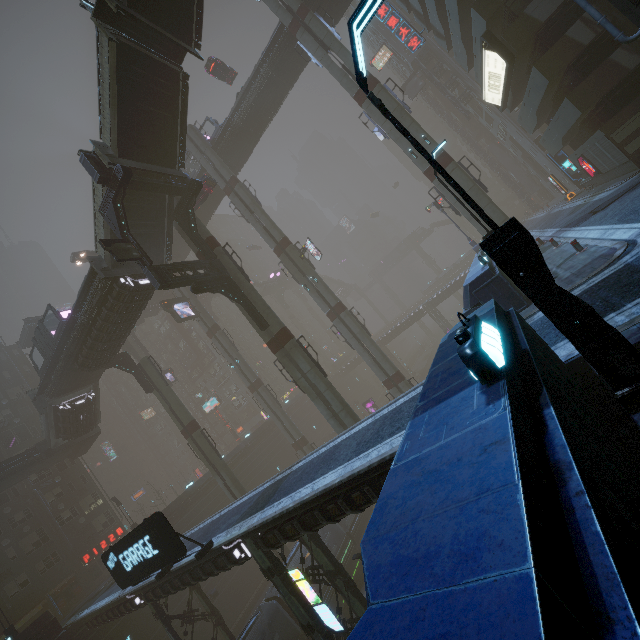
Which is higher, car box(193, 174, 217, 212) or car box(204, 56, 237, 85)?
car box(204, 56, 237, 85)

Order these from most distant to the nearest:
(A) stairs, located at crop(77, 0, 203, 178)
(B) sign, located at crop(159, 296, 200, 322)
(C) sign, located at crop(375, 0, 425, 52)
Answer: (B) sign, located at crop(159, 296, 200, 322)
(C) sign, located at crop(375, 0, 425, 52)
(A) stairs, located at crop(77, 0, 203, 178)

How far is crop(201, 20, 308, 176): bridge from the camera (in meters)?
31.23

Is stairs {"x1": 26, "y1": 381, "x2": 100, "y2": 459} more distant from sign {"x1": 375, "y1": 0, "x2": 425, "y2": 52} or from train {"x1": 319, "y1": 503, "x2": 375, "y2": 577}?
sign {"x1": 375, "y1": 0, "x2": 425, "y2": 52}

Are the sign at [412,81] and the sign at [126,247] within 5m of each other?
no

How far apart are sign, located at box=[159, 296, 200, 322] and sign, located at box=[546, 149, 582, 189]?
45.1 meters

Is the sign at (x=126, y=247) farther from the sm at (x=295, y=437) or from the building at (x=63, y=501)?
the building at (x=63, y=501)

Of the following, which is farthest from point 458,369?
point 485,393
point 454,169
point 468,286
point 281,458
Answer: point 281,458
